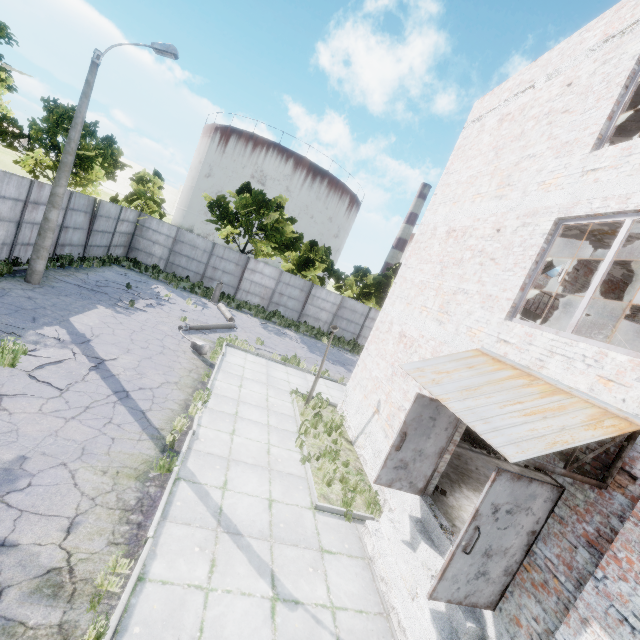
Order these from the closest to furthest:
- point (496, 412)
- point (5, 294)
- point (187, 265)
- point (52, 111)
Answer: point (496, 412), point (5, 294), point (52, 111), point (187, 265)

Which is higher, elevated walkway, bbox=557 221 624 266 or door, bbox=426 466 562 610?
elevated walkway, bbox=557 221 624 266

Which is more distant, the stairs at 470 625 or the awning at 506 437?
the stairs at 470 625

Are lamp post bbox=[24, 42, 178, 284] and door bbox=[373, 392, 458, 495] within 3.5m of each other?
no

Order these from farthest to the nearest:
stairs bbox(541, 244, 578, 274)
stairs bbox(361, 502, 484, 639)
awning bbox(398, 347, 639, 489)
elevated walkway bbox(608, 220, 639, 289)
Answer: stairs bbox(541, 244, 578, 274), elevated walkway bbox(608, 220, 639, 289), stairs bbox(361, 502, 484, 639), awning bbox(398, 347, 639, 489)

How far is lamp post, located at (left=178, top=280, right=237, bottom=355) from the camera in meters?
12.4

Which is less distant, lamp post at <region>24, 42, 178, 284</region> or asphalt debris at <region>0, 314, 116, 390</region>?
asphalt debris at <region>0, 314, 116, 390</region>

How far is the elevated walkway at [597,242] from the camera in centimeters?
655cm
